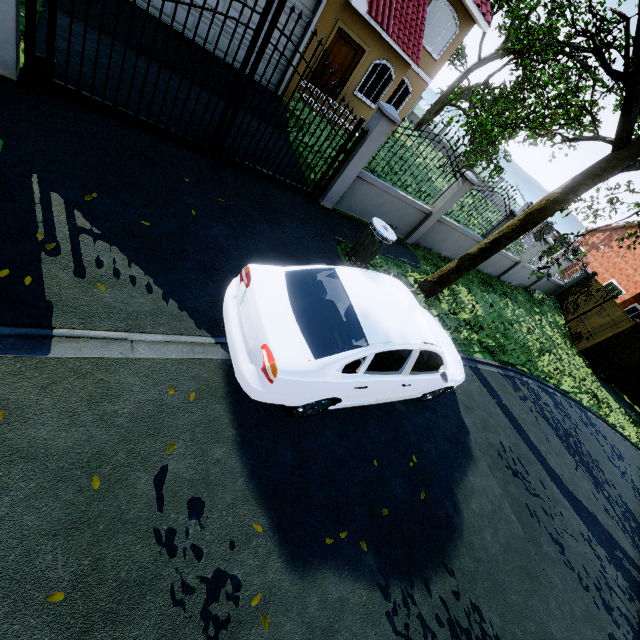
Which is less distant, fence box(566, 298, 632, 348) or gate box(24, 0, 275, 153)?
gate box(24, 0, 275, 153)

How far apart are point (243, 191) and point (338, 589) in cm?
623

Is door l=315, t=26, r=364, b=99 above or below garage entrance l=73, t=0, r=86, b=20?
above

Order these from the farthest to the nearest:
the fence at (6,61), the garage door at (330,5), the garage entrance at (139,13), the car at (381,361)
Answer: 1. the garage door at (330,5)
2. the garage entrance at (139,13)
3. the fence at (6,61)
4. the car at (381,361)

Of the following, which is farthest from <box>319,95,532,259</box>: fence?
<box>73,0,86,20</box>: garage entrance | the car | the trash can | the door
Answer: the door

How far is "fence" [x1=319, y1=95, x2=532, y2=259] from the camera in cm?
712

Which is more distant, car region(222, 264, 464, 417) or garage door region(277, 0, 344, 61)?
garage door region(277, 0, 344, 61)

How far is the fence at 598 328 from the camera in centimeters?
1485cm
